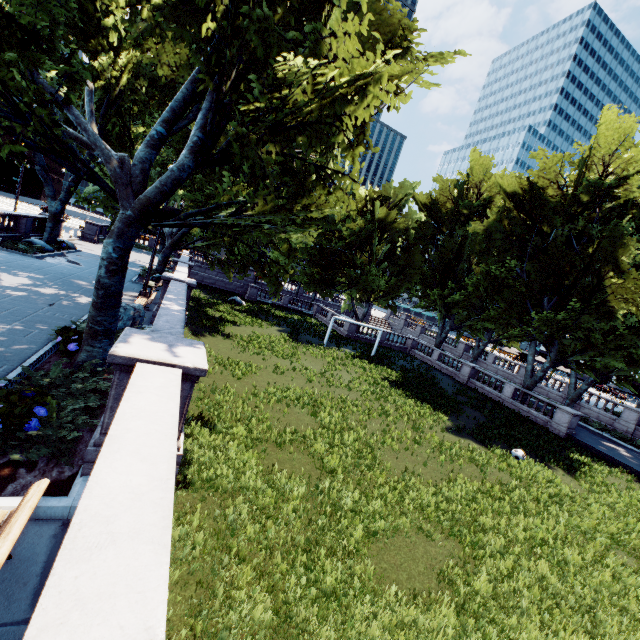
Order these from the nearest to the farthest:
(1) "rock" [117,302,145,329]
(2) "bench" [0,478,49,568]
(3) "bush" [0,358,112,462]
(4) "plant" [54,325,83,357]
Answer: (2) "bench" [0,478,49,568] → (3) "bush" [0,358,112,462] → (4) "plant" [54,325,83,357] → (1) "rock" [117,302,145,329]

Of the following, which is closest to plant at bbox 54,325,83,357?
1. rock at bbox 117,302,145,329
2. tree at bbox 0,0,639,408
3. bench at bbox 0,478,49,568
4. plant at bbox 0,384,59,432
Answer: tree at bbox 0,0,639,408

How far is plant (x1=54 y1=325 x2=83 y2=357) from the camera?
8.6m

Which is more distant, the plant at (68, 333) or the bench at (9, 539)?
the plant at (68, 333)

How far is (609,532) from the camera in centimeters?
1304cm

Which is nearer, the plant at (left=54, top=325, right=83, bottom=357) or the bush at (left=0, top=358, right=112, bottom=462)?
the bush at (left=0, top=358, right=112, bottom=462)

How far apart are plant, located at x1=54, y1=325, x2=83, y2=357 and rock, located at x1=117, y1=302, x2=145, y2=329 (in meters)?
1.51

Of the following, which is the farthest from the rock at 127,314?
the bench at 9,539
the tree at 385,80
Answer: the bench at 9,539
